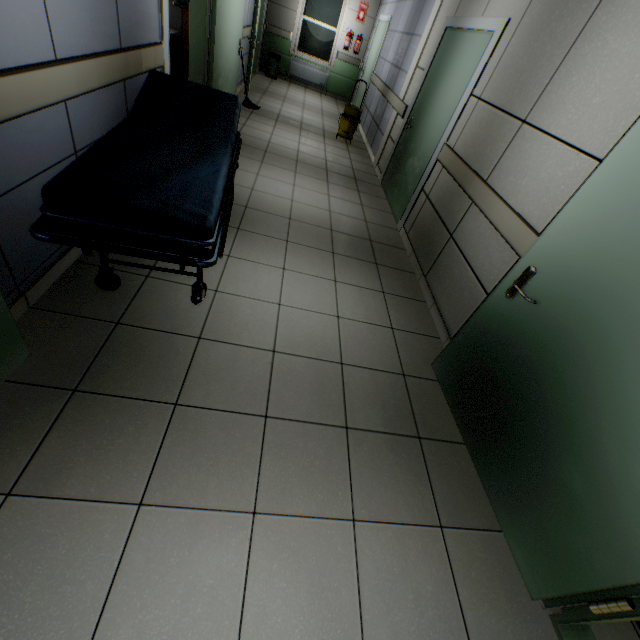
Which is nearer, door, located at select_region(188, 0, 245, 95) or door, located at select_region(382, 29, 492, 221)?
door, located at select_region(382, 29, 492, 221)

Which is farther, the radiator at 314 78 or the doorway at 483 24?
the radiator at 314 78

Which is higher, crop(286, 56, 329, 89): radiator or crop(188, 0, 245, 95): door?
crop(188, 0, 245, 95): door

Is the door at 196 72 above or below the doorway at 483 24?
below

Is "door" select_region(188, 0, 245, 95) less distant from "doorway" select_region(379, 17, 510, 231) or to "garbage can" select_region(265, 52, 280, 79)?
"doorway" select_region(379, 17, 510, 231)

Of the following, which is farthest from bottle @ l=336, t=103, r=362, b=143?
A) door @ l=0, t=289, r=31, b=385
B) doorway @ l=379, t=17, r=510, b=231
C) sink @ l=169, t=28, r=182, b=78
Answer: door @ l=0, t=289, r=31, b=385

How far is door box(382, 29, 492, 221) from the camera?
3.46m

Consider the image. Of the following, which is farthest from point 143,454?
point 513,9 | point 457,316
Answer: point 513,9
